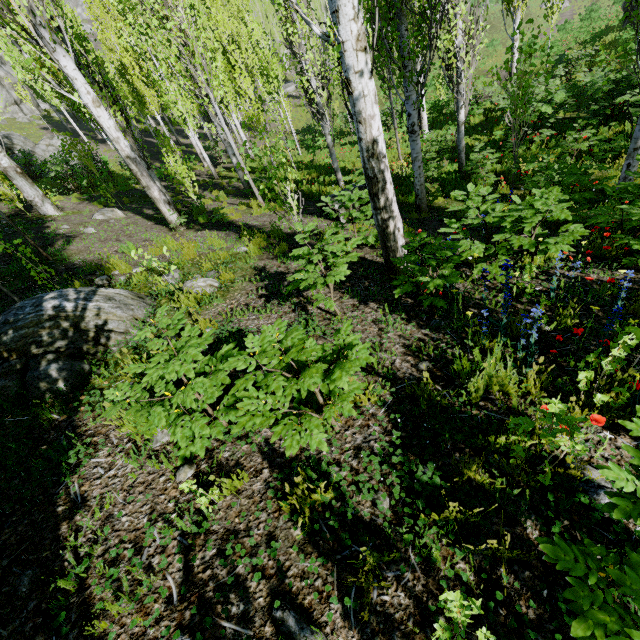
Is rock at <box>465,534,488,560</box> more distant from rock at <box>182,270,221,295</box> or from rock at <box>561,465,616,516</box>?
rock at <box>561,465,616,516</box>

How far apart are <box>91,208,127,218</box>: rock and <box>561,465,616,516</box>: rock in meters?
13.6

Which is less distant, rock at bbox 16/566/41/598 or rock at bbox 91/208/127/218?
rock at bbox 16/566/41/598

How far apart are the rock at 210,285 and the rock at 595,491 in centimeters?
456cm

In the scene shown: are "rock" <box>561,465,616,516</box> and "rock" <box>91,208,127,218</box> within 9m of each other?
no

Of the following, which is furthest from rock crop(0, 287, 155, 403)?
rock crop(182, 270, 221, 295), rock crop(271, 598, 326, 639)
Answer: rock crop(271, 598, 326, 639)

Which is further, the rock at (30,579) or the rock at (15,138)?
the rock at (15,138)

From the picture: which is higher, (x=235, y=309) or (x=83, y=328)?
(x=83, y=328)
